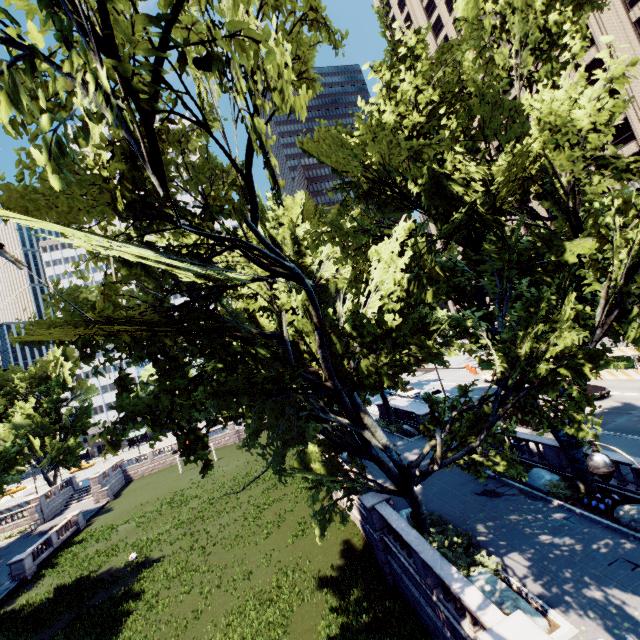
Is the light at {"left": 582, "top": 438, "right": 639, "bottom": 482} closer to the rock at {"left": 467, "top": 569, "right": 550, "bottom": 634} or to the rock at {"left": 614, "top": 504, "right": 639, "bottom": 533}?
the rock at {"left": 467, "top": 569, "right": 550, "bottom": 634}

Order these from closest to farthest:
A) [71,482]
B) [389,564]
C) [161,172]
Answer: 1. [161,172]
2. [389,564]
3. [71,482]

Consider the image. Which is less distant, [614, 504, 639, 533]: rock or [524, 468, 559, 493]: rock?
[614, 504, 639, 533]: rock

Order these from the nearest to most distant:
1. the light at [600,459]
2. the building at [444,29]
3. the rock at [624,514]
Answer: the light at [600,459]
the rock at [624,514]
the building at [444,29]

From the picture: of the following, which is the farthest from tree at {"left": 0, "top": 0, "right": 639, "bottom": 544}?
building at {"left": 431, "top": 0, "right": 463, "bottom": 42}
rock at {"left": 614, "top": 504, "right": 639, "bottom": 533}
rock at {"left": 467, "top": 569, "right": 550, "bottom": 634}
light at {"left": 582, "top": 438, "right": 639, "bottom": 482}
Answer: building at {"left": 431, "top": 0, "right": 463, "bottom": 42}

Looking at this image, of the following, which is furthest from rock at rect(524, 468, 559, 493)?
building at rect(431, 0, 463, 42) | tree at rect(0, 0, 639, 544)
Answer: building at rect(431, 0, 463, 42)

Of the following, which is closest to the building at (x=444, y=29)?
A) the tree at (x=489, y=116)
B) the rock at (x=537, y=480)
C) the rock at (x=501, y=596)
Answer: the tree at (x=489, y=116)

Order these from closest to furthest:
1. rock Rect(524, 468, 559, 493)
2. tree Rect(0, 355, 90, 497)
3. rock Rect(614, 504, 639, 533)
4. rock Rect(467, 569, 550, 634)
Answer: rock Rect(467, 569, 550, 634) → rock Rect(614, 504, 639, 533) → rock Rect(524, 468, 559, 493) → tree Rect(0, 355, 90, 497)
